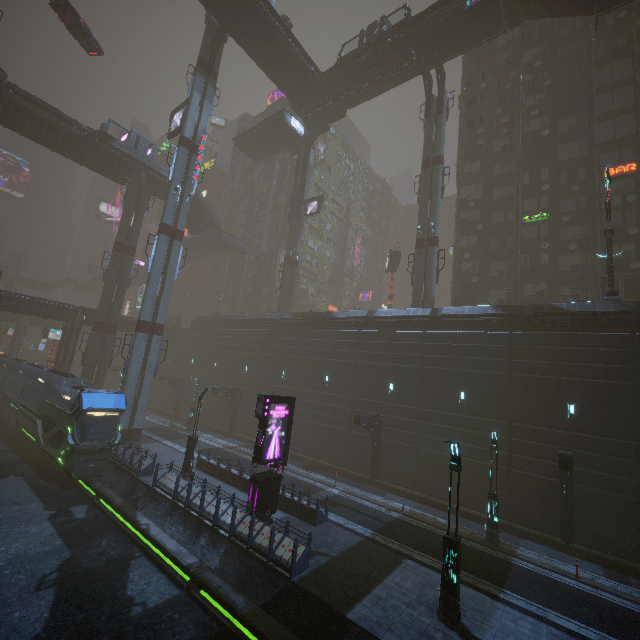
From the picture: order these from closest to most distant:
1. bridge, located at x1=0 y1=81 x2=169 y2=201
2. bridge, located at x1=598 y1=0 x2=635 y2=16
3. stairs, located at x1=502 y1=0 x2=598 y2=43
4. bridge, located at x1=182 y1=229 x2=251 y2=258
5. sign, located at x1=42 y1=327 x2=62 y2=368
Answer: bridge, located at x1=598 y1=0 x2=635 y2=16
stairs, located at x1=502 y1=0 x2=598 y2=43
bridge, located at x1=0 y1=81 x2=169 y2=201
sign, located at x1=42 y1=327 x2=62 y2=368
bridge, located at x1=182 y1=229 x2=251 y2=258

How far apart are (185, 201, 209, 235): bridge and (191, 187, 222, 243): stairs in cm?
1

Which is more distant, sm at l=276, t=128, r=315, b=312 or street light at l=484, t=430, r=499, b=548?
sm at l=276, t=128, r=315, b=312

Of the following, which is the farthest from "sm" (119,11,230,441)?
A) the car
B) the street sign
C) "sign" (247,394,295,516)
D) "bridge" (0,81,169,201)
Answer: "sign" (247,394,295,516)

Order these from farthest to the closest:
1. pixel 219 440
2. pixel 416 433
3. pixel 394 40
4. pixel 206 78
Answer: pixel 206 78 < pixel 394 40 < pixel 219 440 < pixel 416 433

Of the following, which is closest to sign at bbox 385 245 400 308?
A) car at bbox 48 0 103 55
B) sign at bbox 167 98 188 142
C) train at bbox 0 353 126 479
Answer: sign at bbox 167 98 188 142

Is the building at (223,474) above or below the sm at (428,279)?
below

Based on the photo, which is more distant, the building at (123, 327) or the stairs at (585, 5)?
the building at (123, 327)
